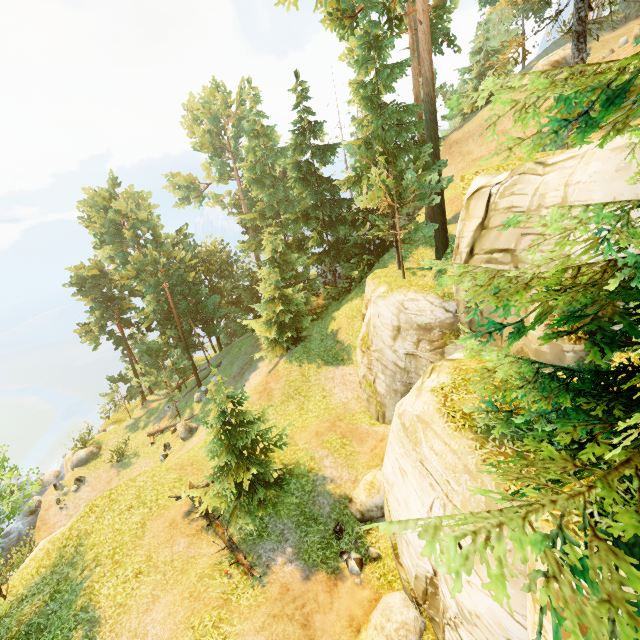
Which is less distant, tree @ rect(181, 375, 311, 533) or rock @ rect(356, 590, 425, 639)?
rock @ rect(356, 590, 425, 639)

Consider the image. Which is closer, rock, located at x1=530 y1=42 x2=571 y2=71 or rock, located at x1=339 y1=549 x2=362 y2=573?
rock, located at x1=339 y1=549 x2=362 y2=573

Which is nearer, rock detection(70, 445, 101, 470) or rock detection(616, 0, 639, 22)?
rock detection(616, 0, 639, 22)

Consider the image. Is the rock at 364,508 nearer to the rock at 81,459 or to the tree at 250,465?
the tree at 250,465

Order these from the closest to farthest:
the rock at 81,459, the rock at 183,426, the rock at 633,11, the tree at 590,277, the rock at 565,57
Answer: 1. the tree at 590,277
2. the rock at 183,426
3. the rock at 633,11
4. the rock at 565,57
5. the rock at 81,459

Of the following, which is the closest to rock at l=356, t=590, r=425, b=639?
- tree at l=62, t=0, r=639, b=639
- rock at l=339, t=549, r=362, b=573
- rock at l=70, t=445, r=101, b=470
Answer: rock at l=339, t=549, r=362, b=573

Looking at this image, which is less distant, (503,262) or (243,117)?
(503,262)

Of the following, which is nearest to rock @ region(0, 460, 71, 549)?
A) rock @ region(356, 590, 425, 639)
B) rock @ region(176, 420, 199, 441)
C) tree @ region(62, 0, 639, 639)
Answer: tree @ region(62, 0, 639, 639)
